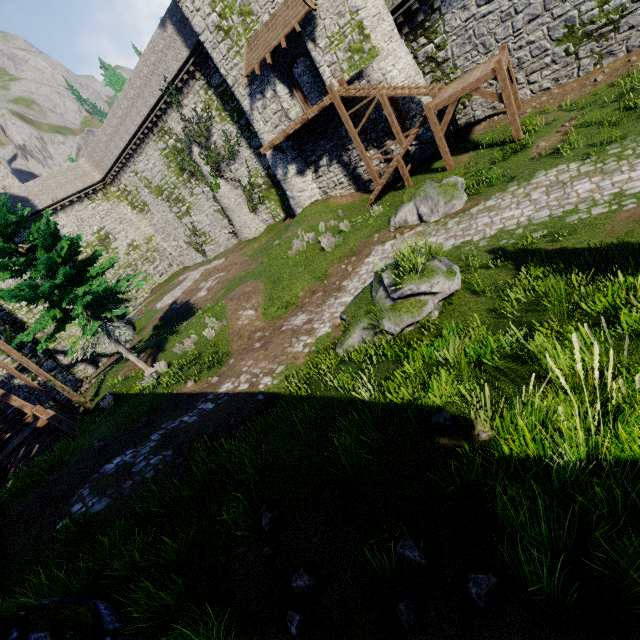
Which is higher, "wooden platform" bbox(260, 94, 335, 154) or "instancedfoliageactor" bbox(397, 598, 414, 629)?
"wooden platform" bbox(260, 94, 335, 154)

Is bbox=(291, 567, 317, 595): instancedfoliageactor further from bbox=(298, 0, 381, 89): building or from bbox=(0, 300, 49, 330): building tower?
bbox=(0, 300, 49, 330): building tower

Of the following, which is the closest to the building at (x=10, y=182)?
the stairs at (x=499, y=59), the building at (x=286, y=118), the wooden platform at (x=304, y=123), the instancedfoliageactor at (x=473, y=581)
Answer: the building at (x=286, y=118)

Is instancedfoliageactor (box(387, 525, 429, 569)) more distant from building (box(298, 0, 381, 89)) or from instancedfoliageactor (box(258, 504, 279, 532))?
building (box(298, 0, 381, 89))

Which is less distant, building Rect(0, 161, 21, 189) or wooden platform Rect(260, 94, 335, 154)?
wooden platform Rect(260, 94, 335, 154)

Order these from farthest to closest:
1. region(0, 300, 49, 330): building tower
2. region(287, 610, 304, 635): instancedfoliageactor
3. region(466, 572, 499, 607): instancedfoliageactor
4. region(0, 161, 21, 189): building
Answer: region(0, 161, 21, 189): building → region(0, 300, 49, 330): building tower → region(287, 610, 304, 635): instancedfoliageactor → region(466, 572, 499, 607): instancedfoliageactor

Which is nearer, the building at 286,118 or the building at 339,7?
the building at 339,7

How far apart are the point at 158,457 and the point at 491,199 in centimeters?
1389cm
